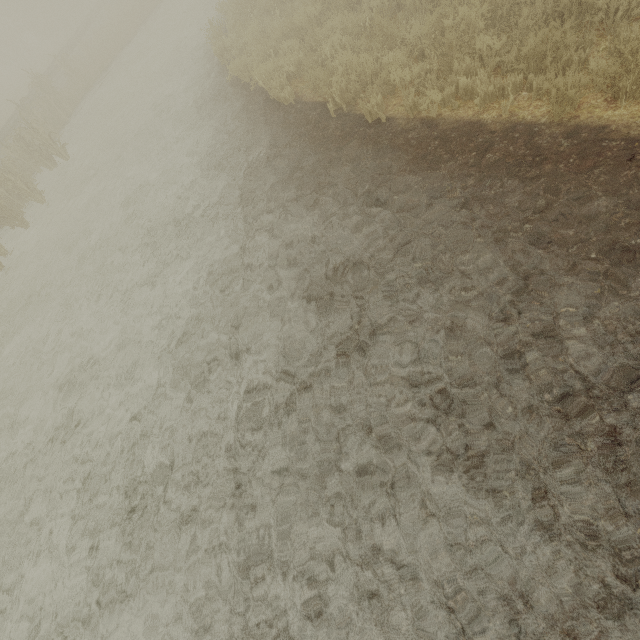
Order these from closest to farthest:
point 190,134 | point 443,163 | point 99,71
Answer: point 443,163 → point 190,134 → point 99,71
